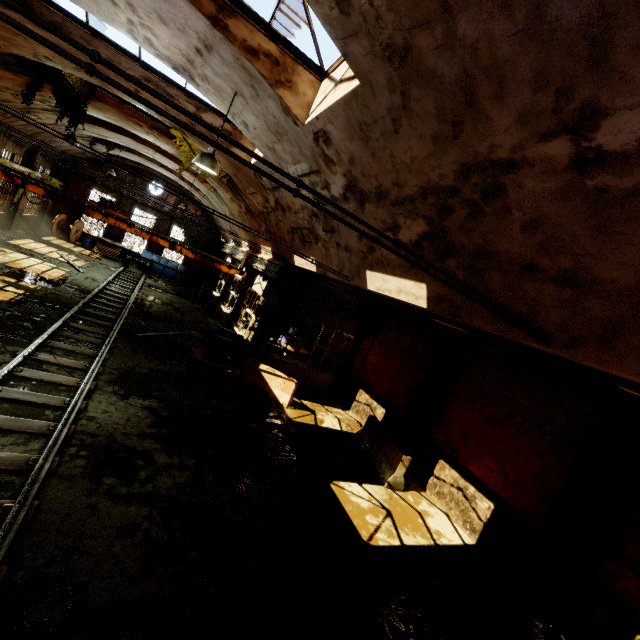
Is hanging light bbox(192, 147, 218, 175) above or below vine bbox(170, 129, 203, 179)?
below

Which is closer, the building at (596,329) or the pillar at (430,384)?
the building at (596,329)

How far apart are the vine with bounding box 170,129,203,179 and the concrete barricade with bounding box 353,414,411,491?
12.0m

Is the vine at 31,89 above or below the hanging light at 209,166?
above

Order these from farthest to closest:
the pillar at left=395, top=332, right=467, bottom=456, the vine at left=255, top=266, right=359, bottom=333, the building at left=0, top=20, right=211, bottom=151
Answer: the vine at left=255, top=266, right=359, bottom=333 < the pillar at left=395, top=332, right=467, bottom=456 < the building at left=0, top=20, right=211, bottom=151

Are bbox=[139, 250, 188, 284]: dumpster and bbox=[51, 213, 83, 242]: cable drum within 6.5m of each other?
yes

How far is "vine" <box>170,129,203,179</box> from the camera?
13.47m

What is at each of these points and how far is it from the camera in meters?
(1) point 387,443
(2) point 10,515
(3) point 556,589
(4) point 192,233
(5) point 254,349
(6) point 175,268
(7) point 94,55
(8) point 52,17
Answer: (1) concrete barricade, 10.4
(2) rail track, 4.2
(3) pillar, 6.8
(4) vine, 29.0
(5) pillar, 13.6
(6) dumpster, 27.9
(7) pipe, 1.6
(8) building, 7.7
